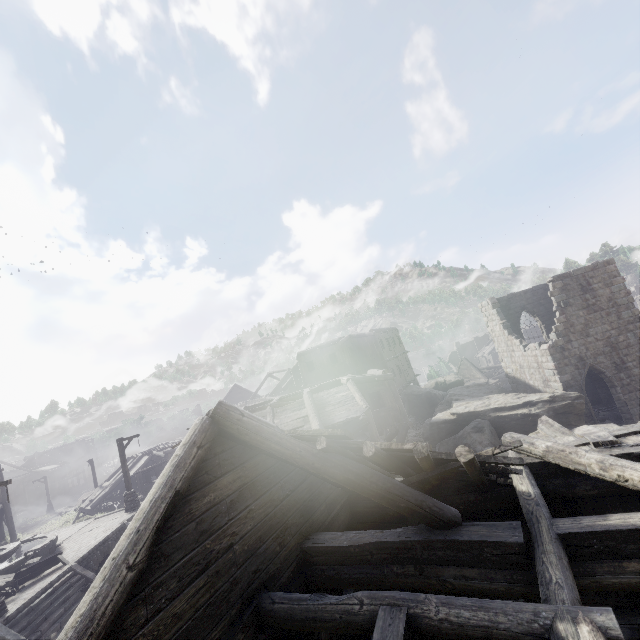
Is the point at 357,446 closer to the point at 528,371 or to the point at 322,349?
the point at 528,371

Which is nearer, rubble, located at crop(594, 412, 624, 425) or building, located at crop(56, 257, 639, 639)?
building, located at crop(56, 257, 639, 639)

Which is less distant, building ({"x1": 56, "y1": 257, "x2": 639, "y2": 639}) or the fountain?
building ({"x1": 56, "y1": 257, "x2": 639, "y2": 639})

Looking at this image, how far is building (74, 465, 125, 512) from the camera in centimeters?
3163cm

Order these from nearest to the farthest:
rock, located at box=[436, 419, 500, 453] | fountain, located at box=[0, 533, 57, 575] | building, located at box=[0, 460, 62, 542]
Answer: fountain, located at box=[0, 533, 57, 575], rock, located at box=[436, 419, 500, 453], building, located at box=[0, 460, 62, 542]

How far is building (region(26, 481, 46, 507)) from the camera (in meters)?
54.69

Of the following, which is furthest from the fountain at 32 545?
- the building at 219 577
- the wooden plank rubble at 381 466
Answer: the wooden plank rubble at 381 466

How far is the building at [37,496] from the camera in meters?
54.7 m
